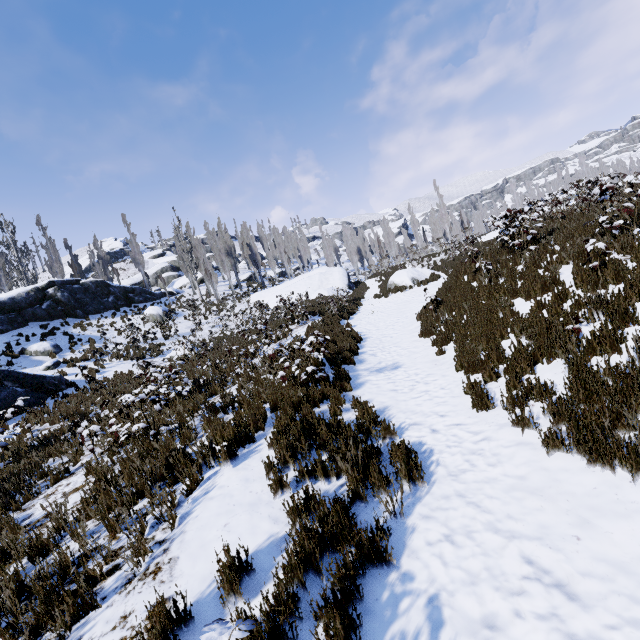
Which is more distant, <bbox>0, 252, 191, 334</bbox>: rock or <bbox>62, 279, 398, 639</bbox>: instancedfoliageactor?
<bbox>0, 252, 191, 334</bbox>: rock

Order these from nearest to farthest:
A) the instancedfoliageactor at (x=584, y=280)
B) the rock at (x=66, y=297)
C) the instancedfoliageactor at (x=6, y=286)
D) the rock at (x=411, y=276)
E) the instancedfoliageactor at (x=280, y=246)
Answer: the instancedfoliageactor at (x=584, y=280) → the rock at (x=411, y=276) → the rock at (x=66, y=297) → the instancedfoliageactor at (x=6, y=286) → the instancedfoliageactor at (x=280, y=246)

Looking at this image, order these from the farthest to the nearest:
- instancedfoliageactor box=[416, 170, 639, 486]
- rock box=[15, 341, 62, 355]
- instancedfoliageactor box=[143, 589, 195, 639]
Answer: rock box=[15, 341, 62, 355], instancedfoliageactor box=[416, 170, 639, 486], instancedfoliageactor box=[143, 589, 195, 639]

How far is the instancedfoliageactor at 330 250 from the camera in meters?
59.3

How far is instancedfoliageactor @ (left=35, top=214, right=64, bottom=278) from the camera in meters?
33.1

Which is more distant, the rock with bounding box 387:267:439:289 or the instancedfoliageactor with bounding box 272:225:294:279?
the instancedfoliageactor with bounding box 272:225:294:279

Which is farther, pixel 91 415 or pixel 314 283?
pixel 314 283

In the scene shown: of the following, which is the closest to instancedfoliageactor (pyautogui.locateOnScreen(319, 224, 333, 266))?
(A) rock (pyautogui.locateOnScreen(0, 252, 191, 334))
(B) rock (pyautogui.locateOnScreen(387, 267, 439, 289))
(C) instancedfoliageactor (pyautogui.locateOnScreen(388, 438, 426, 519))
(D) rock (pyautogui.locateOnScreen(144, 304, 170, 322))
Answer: (A) rock (pyautogui.locateOnScreen(0, 252, 191, 334))
